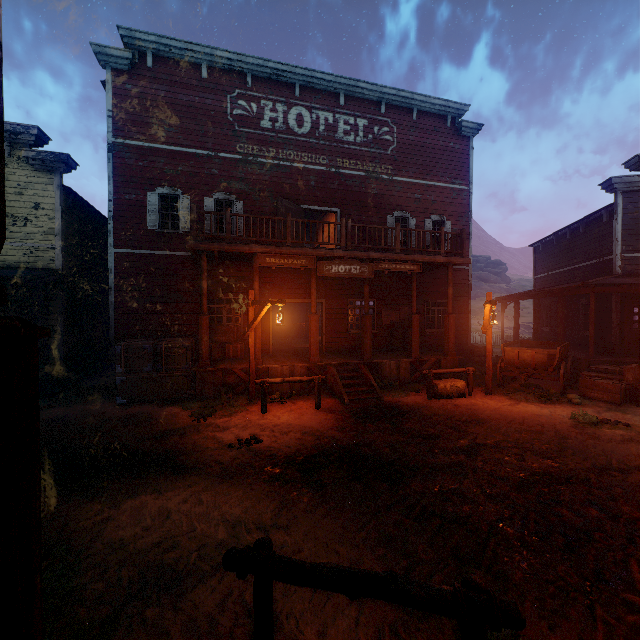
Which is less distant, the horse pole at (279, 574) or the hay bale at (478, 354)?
the horse pole at (279, 574)

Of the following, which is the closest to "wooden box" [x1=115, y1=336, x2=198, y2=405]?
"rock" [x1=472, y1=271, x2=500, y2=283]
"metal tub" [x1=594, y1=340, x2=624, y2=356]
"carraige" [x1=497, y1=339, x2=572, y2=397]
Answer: "carraige" [x1=497, y1=339, x2=572, y2=397]

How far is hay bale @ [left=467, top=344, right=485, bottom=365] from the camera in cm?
1642

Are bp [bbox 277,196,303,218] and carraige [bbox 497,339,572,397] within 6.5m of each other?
no

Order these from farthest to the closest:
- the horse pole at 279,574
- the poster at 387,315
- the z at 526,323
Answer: the z at 526,323
the poster at 387,315
the horse pole at 279,574

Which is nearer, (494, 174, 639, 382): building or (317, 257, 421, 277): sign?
(317, 257, 421, 277): sign

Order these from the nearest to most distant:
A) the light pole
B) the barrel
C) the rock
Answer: the light pole, the barrel, the rock

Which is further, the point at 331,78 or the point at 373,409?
the point at 331,78
